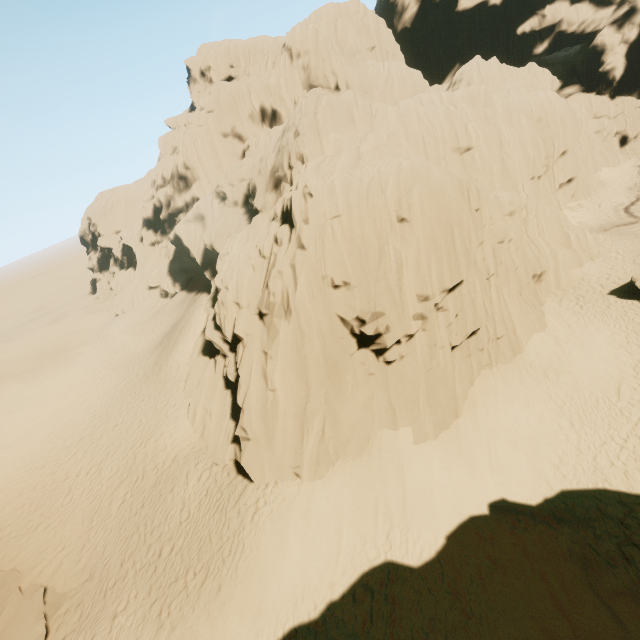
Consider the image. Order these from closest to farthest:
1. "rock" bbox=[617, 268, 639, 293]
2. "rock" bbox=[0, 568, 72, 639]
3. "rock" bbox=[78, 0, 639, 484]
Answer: "rock" bbox=[0, 568, 72, 639] < "rock" bbox=[78, 0, 639, 484] < "rock" bbox=[617, 268, 639, 293]

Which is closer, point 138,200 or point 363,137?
point 363,137

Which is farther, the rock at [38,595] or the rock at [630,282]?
the rock at [630,282]

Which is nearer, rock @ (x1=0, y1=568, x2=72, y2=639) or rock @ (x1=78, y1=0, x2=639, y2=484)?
rock @ (x1=0, y1=568, x2=72, y2=639)

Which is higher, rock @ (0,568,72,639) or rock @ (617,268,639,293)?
rock @ (0,568,72,639)

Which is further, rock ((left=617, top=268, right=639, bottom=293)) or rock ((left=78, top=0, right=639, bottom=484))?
rock ((left=617, top=268, right=639, bottom=293))

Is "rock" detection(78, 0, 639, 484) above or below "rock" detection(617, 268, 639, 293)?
above

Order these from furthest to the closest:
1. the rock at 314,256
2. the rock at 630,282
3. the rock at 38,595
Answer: the rock at 630,282 < the rock at 314,256 < the rock at 38,595
